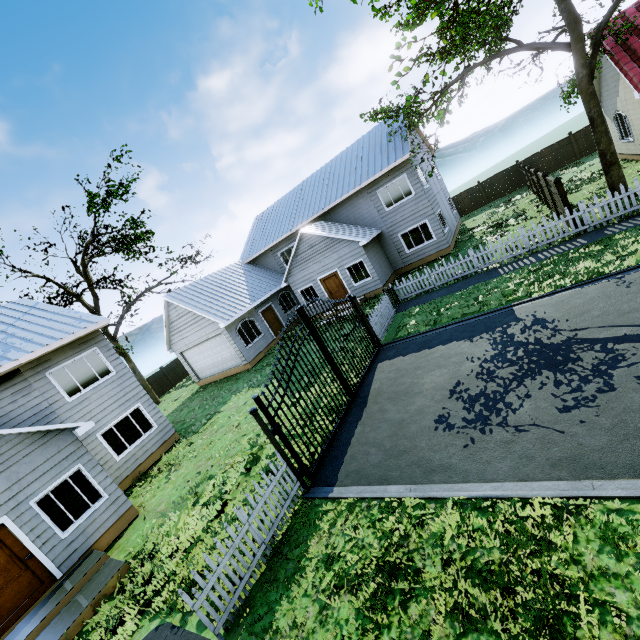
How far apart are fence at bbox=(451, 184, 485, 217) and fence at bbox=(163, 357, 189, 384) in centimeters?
2895cm

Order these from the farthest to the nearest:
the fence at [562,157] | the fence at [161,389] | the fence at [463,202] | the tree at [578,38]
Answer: the fence at [463,202], the fence at [161,389], the fence at [562,157], the tree at [578,38]

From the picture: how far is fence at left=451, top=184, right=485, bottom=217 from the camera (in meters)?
28.97

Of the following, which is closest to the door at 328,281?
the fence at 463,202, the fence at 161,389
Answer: the fence at 463,202

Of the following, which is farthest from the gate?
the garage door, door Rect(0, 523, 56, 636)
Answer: the garage door

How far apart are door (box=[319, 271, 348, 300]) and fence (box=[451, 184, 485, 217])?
16.7m

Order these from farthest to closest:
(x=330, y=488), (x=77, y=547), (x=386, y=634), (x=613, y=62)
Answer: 1. (x=613, y=62)
2. (x=77, y=547)
3. (x=330, y=488)
4. (x=386, y=634)

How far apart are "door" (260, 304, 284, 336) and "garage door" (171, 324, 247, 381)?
3.1m
